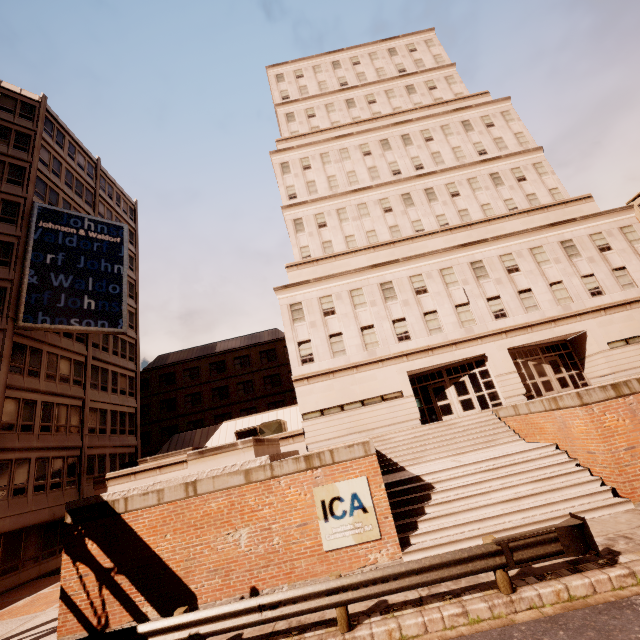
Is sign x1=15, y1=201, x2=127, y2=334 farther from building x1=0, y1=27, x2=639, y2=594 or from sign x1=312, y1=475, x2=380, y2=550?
sign x1=312, y1=475, x2=380, y2=550

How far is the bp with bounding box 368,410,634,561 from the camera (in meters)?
9.63

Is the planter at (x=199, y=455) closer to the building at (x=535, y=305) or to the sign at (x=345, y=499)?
the sign at (x=345, y=499)

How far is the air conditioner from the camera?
22.53m

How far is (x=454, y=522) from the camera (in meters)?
10.22

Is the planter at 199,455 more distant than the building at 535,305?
No

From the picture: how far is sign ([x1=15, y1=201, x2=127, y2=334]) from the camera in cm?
2288

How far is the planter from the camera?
11.8m
